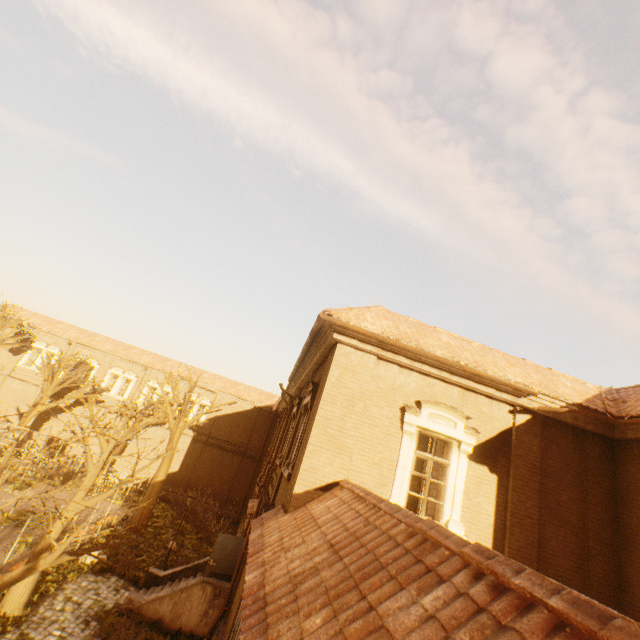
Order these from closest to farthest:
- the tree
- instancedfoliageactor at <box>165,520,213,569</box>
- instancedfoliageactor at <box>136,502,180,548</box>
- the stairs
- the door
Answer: the tree
the stairs
the door
instancedfoliageactor at <box>165,520,213,569</box>
instancedfoliageactor at <box>136,502,180,548</box>

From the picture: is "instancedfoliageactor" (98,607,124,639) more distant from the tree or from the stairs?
the tree

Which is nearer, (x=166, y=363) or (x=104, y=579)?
(x=104, y=579)

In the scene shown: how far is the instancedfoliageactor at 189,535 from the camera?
19.1m

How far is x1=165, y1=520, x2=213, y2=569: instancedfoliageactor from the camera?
19.1 meters

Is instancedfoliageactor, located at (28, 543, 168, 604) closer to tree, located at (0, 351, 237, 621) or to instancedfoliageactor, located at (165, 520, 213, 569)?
tree, located at (0, 351, 237, 621)

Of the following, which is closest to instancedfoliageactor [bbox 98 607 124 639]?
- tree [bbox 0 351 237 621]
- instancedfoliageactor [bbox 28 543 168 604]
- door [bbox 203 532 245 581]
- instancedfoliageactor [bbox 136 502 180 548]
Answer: door [bbox 203 532 245 581]

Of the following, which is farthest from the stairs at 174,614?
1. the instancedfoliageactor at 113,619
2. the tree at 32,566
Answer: the tree at 32,566
